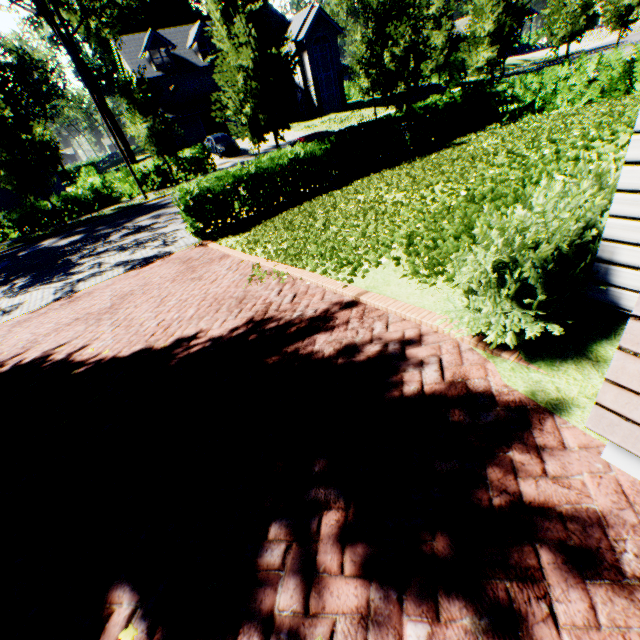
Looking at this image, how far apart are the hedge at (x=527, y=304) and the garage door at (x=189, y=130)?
41.24m

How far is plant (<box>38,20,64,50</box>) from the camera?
57.04m

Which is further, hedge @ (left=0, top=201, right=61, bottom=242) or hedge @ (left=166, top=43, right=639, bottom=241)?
hedge @ (left=0, top=201, right=61, bottom=242)

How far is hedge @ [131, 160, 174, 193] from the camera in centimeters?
2239cm

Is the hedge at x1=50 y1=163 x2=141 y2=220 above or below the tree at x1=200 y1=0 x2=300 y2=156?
below

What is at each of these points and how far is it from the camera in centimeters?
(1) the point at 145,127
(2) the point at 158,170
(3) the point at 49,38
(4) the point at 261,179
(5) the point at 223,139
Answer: (1) tree, 1877cm
(2) hedge, 2298cm
(3) plant, 5819cm
(4) hedge, 1101cm
(5) car, 2820cm

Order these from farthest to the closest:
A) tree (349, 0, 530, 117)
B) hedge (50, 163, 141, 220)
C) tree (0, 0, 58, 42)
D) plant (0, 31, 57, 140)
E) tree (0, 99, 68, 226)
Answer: plant (0, 31, 57, 140)
hedge (50, 163, 141, 220)
tree (0, 0, 58, 42)
tree (0, 99, 68, 226)
tree (349, 0, 530, 117)

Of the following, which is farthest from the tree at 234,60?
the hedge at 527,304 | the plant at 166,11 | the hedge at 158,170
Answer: the hedge at 527,304
